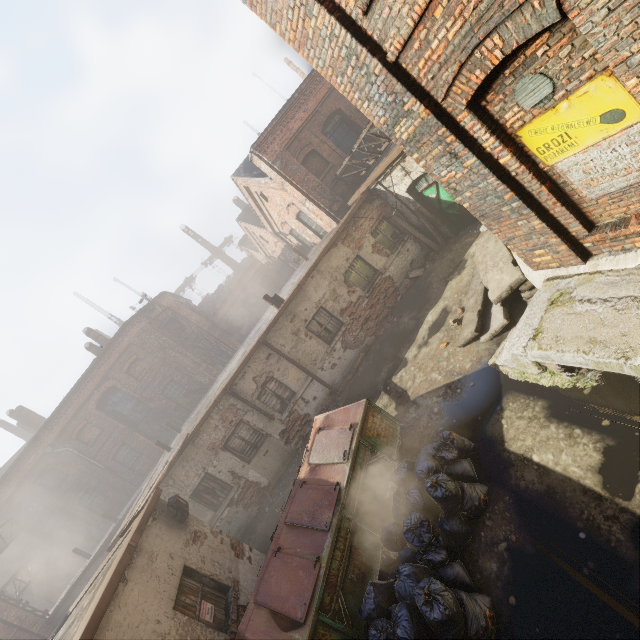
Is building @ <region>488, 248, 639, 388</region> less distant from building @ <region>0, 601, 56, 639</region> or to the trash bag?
the trash bag

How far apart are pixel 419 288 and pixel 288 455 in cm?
779

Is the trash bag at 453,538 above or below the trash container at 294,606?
below

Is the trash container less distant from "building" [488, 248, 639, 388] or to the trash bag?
the trash bag

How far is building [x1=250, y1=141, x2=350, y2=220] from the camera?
13.38m

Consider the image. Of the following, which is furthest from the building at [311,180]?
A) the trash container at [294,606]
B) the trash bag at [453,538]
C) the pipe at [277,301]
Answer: → the trash bag at [453,538]

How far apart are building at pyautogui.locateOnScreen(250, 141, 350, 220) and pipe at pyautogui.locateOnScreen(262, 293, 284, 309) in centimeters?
441cm

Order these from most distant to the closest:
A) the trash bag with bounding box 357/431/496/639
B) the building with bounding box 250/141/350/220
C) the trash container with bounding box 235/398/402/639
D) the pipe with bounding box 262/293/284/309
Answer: the building with bounding box 250/141/350/220, the pipe with bounding box 262/293/284/309, the trash container with bounding box 235/398/402/639, the trash bag with bounding box 357/431/496/639
